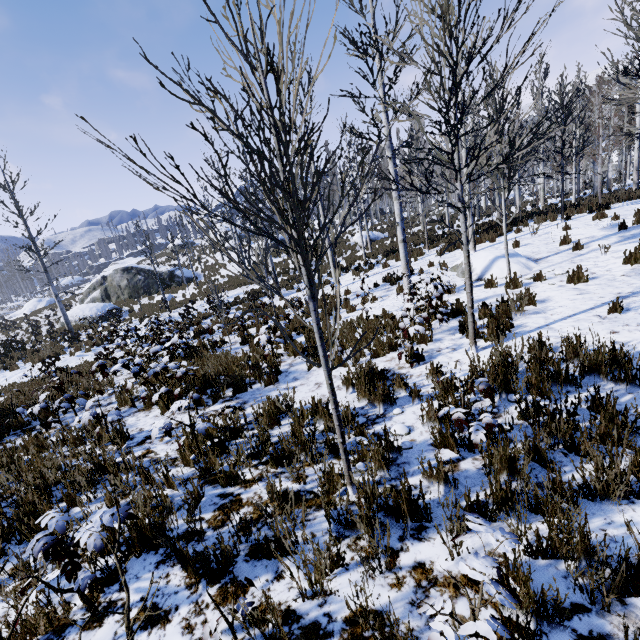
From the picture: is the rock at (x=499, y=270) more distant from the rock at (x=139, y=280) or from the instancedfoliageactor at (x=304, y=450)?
the rock at (x=139, y=280)

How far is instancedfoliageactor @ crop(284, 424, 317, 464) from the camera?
3.56m

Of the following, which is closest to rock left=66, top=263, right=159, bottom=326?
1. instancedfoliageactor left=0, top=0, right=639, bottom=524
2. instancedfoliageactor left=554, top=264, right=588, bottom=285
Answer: instancedfoliageactor left=0, top=0, right=639, bottom=524

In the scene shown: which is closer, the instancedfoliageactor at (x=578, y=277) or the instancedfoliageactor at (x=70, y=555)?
the instancedfoliageactor at (x=70, y=555)

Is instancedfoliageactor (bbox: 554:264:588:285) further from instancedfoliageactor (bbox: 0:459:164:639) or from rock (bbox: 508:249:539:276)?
rock (bbox: 508:249:539:276)

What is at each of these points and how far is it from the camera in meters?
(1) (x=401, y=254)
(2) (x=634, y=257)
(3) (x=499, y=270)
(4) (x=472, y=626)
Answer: (1) instancedfoliageactor, 8.7
(2) instancedfoliageactor, 6.7
(3) rock, 8.8
(4) instancedfoliageactor, 1.2

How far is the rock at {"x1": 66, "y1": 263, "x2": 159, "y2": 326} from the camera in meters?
22.7
